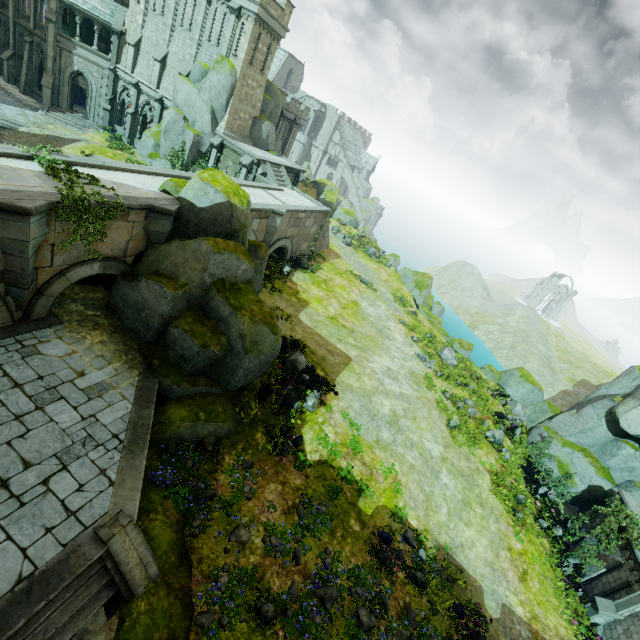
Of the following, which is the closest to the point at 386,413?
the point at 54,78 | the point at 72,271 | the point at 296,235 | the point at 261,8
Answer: the point at 72,271

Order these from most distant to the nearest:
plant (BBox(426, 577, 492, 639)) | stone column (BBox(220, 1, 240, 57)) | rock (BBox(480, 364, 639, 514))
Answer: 1. stone column (BBox(220, 1, 240, 57))
2. rock (BBox(480, 364, 639, 514))
3. plant (BBox(426, 577, 492, 639))

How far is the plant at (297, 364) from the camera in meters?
13.7

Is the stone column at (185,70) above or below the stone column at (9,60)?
above

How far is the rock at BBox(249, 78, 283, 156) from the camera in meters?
30.3

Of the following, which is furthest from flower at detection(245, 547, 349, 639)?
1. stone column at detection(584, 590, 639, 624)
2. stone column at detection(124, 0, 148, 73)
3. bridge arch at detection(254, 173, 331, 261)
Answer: stone column at detection(124, 0, 148, 73)

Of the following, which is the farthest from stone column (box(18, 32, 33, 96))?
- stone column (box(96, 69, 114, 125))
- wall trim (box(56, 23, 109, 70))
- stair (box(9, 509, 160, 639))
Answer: stair (box(9, 509, 160, 639))

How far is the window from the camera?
29.7 meters
